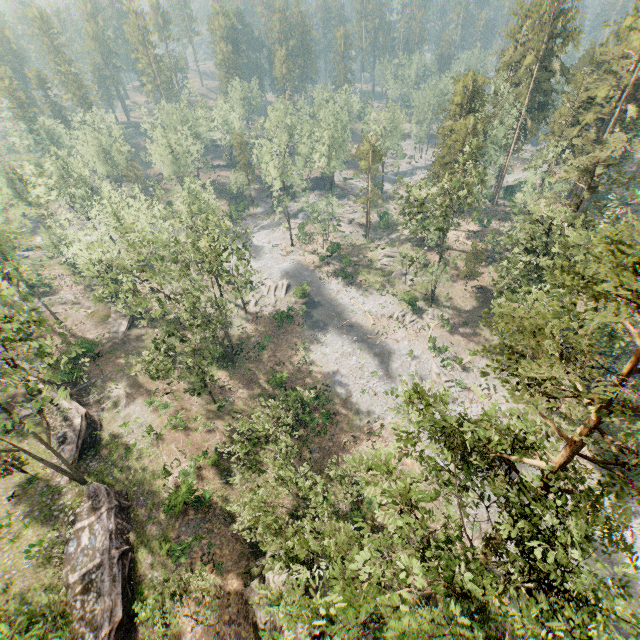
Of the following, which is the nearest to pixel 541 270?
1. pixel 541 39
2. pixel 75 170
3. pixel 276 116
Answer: pixel 276 116

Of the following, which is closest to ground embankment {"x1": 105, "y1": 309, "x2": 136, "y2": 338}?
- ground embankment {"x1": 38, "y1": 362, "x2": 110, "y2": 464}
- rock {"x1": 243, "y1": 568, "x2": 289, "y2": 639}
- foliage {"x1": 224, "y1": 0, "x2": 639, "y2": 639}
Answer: foliage {"x1": 224, "y1": 0, "x2": 639, "y2": 639}

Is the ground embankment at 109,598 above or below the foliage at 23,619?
below

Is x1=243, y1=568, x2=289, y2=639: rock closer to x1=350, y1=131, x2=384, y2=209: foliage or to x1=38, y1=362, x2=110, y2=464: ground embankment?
x1=350, y1=131, x2=384, y2=209: foliage

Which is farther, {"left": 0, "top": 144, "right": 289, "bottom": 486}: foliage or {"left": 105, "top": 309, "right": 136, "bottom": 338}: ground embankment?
{"left": 105, "top": 309, "right": 136, "bottom": 338}: ground embankment

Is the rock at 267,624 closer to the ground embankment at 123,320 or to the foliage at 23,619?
the foliage at 23,619

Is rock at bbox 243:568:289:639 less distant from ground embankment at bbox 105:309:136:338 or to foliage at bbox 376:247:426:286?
foliage at bbox 376:247:426:286

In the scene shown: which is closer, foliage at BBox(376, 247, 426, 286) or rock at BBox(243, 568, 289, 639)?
rock at BBox(243, 568, 289, 639)
